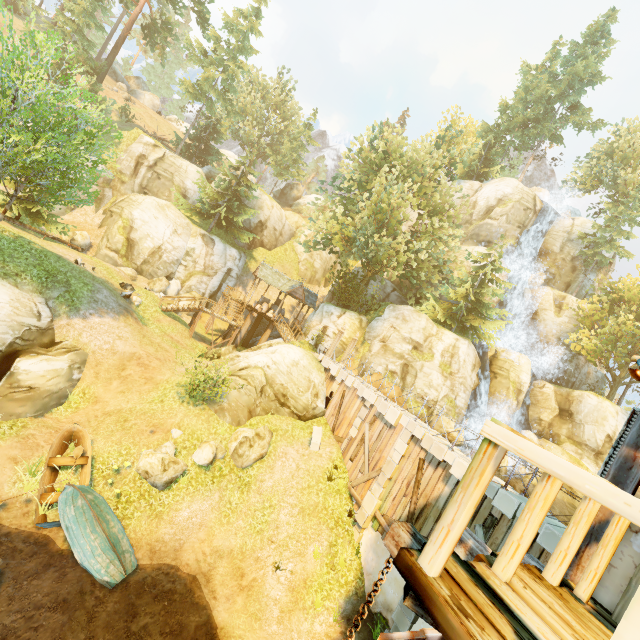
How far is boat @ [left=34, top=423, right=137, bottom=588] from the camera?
10.4 meters

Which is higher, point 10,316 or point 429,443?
point 429,443

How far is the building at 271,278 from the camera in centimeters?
3047cm

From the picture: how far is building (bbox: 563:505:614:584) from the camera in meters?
3.3 m

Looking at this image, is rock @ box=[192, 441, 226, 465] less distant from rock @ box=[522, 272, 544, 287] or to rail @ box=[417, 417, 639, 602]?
rail @ box=[417, 417, 639, 602]

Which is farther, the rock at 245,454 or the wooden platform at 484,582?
the rock at 245,454

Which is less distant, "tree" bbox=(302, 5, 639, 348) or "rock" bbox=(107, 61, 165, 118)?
"tree" bbox=(302, 5, 639, 348)

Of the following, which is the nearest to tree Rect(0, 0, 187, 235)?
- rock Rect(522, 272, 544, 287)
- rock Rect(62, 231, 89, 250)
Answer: rock Rect(62, 231, 89, 250)
